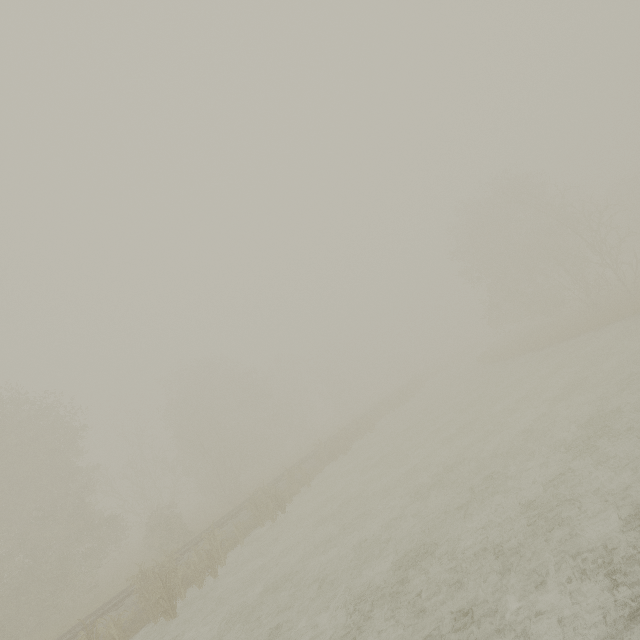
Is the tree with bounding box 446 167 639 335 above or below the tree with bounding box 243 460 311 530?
above

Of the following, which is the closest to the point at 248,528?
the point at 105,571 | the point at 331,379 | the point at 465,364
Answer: the point at 105,571

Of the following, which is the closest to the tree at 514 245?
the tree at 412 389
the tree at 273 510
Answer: the tree at 412 389

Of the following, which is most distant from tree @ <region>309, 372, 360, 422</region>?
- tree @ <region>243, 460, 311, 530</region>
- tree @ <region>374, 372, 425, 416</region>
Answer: tree @ <region>243, 460, 311, 530</region>

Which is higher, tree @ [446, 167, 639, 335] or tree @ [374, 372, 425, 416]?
tree @ [446, 167, 639, 335]

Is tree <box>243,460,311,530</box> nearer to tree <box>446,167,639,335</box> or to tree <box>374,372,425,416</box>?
tree <box>374,372,425,416</box>

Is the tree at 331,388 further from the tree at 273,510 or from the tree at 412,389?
the tree at 273,510

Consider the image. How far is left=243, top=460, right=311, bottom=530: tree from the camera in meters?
17.5 m
